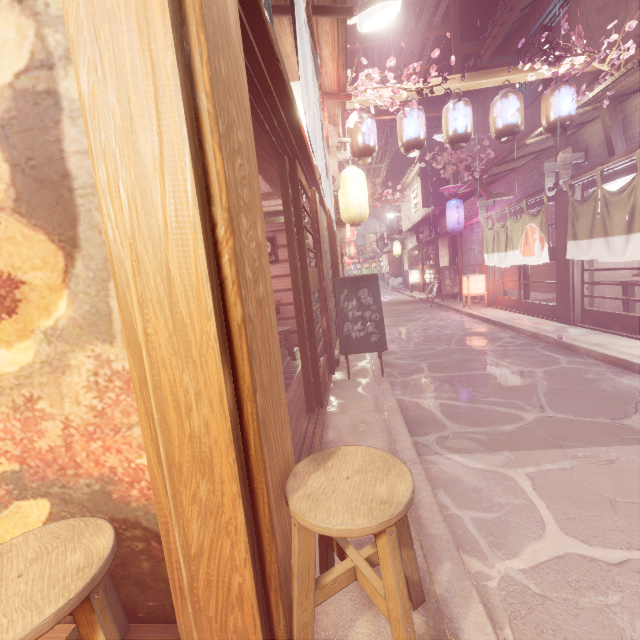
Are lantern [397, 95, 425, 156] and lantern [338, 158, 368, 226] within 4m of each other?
yes

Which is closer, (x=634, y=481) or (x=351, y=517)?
(x=351, y=517)

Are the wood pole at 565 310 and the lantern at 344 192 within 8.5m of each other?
yes

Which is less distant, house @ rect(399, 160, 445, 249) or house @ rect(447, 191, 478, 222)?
house @ rect(447, 191, 478, 222)

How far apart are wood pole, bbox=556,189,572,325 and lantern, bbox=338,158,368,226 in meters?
7.2

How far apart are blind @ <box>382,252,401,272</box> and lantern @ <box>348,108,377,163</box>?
39.0m

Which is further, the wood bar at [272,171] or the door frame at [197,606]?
the wood bar at [272,171]

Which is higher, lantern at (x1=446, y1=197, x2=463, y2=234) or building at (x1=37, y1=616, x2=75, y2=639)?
lantern at (x1=446, y1=197, x2=463, y2=234)
